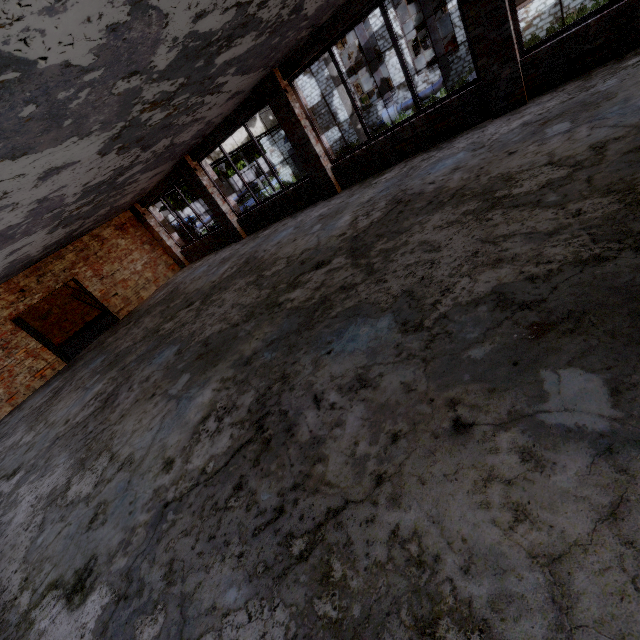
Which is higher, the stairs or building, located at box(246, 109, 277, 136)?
building, located at box(246, 109, 277, 136)

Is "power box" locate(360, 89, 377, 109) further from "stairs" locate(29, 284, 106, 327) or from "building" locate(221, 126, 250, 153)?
"stairs" locate(29, 284, 106, 327)

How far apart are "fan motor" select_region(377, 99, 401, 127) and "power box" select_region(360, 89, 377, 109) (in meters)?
2.42

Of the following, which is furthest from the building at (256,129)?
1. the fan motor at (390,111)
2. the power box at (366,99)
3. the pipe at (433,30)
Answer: the pipe at (433,30)

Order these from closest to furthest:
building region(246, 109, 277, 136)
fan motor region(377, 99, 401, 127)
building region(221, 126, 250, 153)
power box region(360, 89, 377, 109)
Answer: building region(221, 126, 250, 153) → building region(246, 109, 277, 136) → fan motor region(377, 99, 401, 127) → power box region(360, 89, 377, 109)

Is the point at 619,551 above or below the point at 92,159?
below

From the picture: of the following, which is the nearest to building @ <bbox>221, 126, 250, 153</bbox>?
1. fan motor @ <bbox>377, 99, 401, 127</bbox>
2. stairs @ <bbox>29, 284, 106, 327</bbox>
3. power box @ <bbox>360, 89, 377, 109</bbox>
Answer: stairs @ <bbox>29, 284, 106, 327</bbox>

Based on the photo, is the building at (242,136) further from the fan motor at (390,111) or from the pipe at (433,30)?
the pipe at (433,30)
